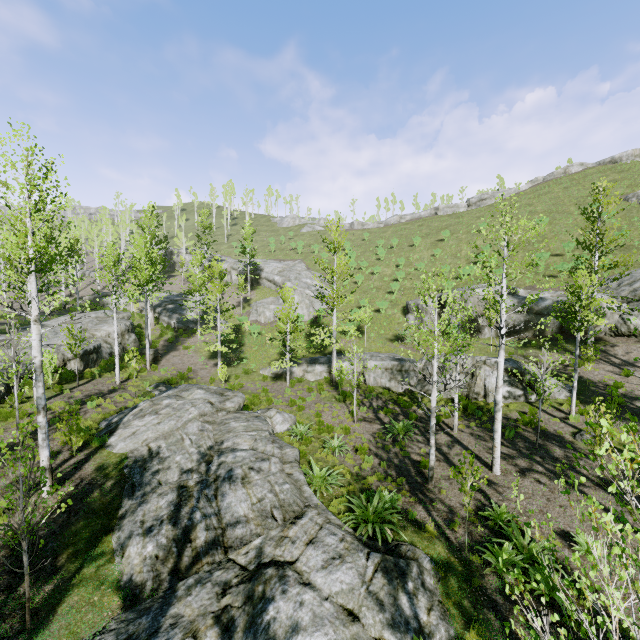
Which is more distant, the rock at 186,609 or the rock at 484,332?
the rock at 484,332

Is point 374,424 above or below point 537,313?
below

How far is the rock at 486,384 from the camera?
18.6m

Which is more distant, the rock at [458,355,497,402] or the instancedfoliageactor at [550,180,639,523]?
the rock at [458,355,497,402]

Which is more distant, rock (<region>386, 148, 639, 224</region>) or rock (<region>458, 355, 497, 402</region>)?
rock (<region>386, 148, 639, 224</region>)

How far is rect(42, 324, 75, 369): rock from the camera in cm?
1966

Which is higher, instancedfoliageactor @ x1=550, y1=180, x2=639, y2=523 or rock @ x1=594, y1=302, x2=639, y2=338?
instancedfoliageactor @ x1=550, y1=180, x2=639, y2=523

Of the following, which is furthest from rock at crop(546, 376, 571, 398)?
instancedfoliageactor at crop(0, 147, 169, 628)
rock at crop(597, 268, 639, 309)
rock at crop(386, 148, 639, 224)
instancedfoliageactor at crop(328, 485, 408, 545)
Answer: rock at crop(386, 148, 639, 224)
